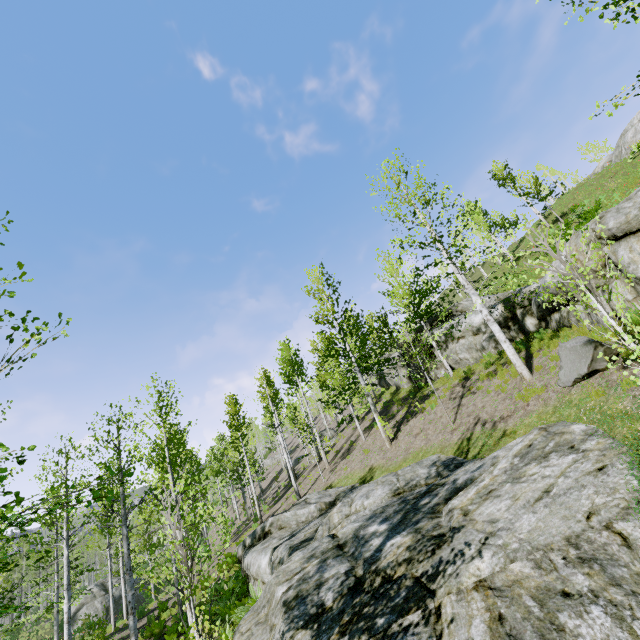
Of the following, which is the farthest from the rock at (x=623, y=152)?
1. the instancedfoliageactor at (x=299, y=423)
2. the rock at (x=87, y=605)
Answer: the rock at (x=87, y=605)

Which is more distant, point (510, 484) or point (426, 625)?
point (510, 484)

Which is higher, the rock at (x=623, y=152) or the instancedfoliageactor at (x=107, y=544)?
the rock at (x=623, y=152)

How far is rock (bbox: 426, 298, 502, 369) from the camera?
16.3m

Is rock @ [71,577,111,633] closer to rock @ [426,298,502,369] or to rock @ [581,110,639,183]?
rock @ [426,298,502,369]

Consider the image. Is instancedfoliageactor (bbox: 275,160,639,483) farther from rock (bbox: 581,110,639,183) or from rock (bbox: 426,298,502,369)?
rock (bbox: 581,110,639,183)

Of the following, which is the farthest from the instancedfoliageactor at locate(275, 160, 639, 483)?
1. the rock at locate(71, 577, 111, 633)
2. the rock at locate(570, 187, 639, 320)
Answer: the rock at locate(570, 187, 639, 320)

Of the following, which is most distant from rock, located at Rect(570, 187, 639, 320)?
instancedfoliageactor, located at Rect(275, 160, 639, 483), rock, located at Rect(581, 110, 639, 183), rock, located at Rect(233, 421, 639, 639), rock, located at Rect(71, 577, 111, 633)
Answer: rock, located at Rect(71, 577, 111, 633)
